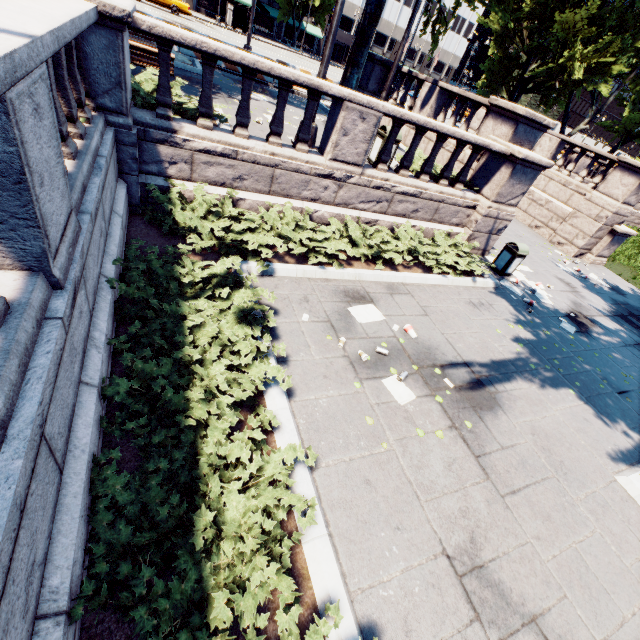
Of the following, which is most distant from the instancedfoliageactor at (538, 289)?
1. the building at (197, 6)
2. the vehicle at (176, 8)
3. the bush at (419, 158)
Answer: the building at (197, 6)

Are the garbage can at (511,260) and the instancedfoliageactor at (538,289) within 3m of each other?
yes

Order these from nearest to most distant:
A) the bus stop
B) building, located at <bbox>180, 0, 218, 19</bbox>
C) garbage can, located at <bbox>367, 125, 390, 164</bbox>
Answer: garbage can, located at <bbox>367, 125, 390, 164</bbox>
the bus stop
building, located at <bbox>180, 0, 218, 19</bbox>

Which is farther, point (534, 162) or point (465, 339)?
point (534, 162)

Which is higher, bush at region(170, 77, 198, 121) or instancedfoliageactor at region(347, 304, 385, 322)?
bush at region(170, 77, 198, 121)

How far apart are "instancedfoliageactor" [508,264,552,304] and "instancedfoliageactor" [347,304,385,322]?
6.2 meters

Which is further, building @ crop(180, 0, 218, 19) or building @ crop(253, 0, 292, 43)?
building @ crop(253, 0, 292, 43)

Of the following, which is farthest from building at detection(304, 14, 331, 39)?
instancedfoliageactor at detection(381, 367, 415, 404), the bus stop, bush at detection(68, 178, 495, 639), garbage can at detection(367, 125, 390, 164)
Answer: instancedfoliageactor at detection(381, 367, 415, 404)
